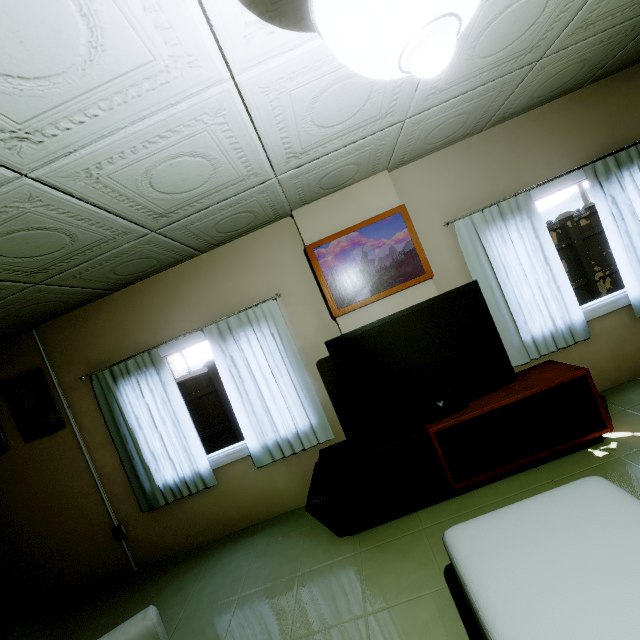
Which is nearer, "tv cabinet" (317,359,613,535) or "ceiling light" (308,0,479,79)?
"ceiling light" (308,0,479,79)

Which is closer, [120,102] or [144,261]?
[120,102]

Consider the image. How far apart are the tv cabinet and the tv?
0.0m

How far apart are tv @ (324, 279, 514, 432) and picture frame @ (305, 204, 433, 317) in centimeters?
47cm

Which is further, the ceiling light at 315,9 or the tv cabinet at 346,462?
the tv cabinet at 346,462

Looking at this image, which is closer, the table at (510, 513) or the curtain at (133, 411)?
the table at (510, 513)

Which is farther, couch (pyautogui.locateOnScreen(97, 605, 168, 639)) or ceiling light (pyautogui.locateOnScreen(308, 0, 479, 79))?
couch (pyautogui.locateOnScreen(97, 605, 168, 639))

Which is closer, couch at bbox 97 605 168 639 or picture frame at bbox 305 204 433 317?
couch at bbox 97 605 168 639
